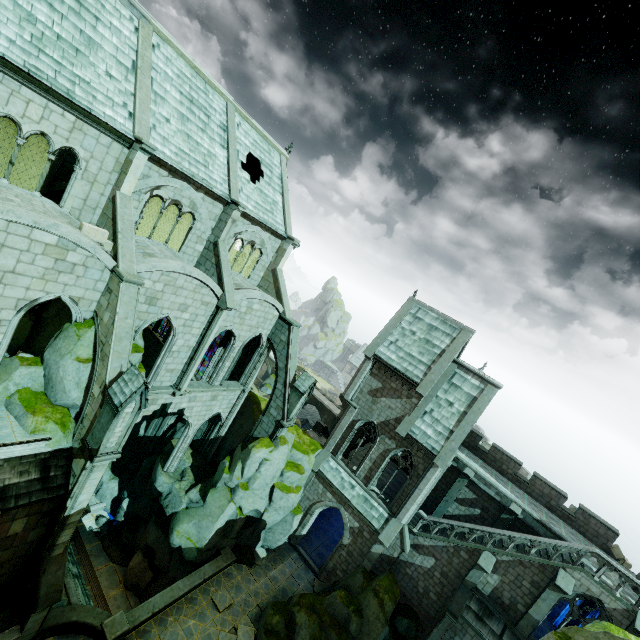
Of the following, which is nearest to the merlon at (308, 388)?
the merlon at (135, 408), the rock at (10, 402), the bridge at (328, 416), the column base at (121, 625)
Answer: the rock at (10, 402)

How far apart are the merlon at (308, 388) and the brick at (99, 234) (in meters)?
13.22

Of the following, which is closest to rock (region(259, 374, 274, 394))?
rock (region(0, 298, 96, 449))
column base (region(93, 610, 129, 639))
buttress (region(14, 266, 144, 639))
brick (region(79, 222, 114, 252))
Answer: rock (region(0, 298, 96, 449))

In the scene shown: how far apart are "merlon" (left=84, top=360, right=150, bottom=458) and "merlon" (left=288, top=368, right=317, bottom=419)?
10.9m

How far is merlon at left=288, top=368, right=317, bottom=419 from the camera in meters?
21.8

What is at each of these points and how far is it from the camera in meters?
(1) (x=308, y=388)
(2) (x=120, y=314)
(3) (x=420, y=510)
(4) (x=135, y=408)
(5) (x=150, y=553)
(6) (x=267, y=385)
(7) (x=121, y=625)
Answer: (1) merlon, 21.8
(2) buttress, 12.9
(3) building, 22.4
(4) merlon, 12.1
(5) rock, 23.4
(6) rock, 57.7
(7) column base, 14.9

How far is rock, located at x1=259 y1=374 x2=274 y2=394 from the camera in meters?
57.6

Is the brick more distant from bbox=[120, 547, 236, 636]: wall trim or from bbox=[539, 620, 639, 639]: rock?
bbox=[120, 547, 236, 636]: wall trim
